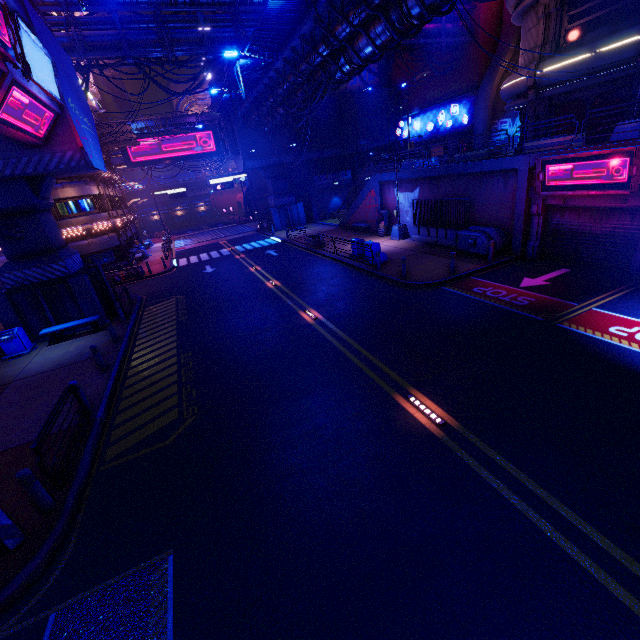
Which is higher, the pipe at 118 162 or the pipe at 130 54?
the pipe at 130 54

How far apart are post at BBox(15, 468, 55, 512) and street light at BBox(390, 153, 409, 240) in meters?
22.6

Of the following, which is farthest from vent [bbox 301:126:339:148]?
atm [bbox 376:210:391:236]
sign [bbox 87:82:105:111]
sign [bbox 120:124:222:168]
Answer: sign [bbox 87:82:105:111]

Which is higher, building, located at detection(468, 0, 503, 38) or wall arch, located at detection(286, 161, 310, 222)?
building, located at detection(468, 0, 503, 38)

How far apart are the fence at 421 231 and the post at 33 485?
20.4m

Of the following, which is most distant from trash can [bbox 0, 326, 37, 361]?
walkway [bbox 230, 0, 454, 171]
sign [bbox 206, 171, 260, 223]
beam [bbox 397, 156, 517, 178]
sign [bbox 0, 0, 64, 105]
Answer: sign [bbox 206, 171, 260, 223]

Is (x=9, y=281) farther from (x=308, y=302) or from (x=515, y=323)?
(x=515, y=323)

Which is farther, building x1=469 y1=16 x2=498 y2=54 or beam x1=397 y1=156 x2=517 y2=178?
building x1=469 y1=16 x2=498 y2=54
